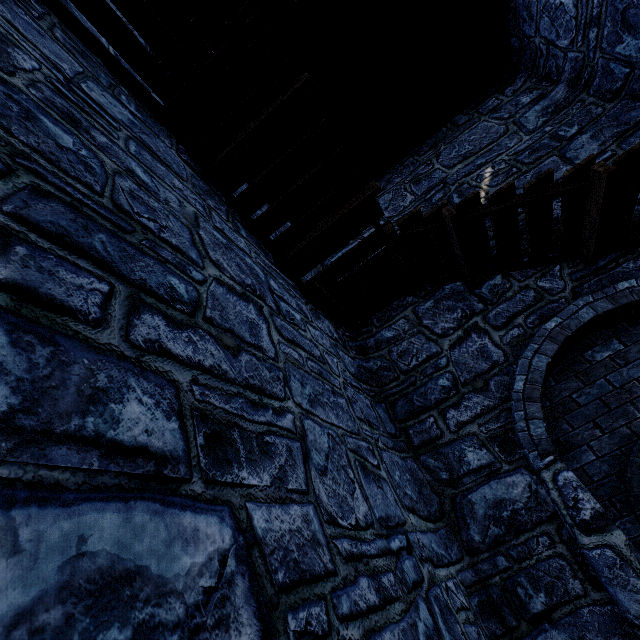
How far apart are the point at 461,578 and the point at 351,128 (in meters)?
7.56
